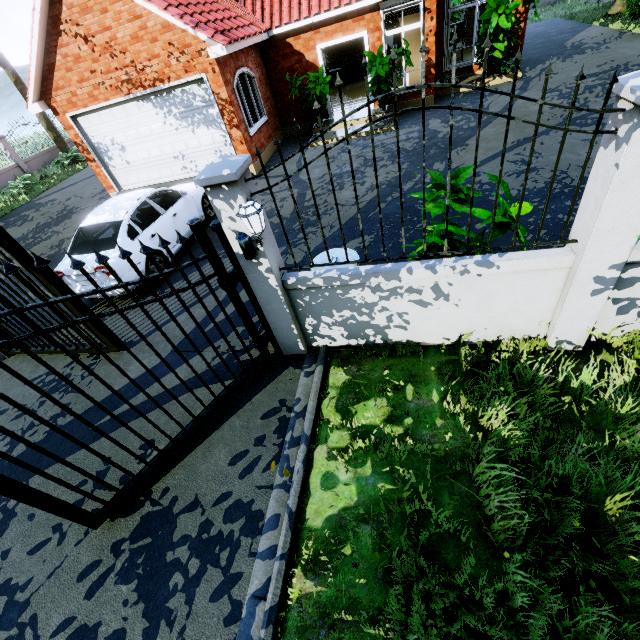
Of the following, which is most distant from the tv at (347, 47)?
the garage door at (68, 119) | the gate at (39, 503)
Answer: the gate at (39, 503)

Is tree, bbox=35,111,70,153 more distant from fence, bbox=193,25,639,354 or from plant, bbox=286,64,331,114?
plant, bbox=286,64,331,114

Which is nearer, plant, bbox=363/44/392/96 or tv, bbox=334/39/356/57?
plant, bbox=363/44/392/96

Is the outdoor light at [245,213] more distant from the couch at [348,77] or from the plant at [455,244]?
the couch at [348,77]

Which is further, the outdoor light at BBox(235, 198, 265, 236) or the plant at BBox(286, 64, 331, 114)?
the plant at BBox(286, 64, 331, 114)

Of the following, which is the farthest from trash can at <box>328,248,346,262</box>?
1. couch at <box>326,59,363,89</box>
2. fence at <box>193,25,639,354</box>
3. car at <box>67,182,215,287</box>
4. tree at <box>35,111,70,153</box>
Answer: couch at <box>326,59,363,89</box>

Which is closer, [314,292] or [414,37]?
[314,292]

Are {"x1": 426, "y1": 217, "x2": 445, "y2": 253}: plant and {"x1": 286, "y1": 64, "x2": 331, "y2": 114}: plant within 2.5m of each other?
no
